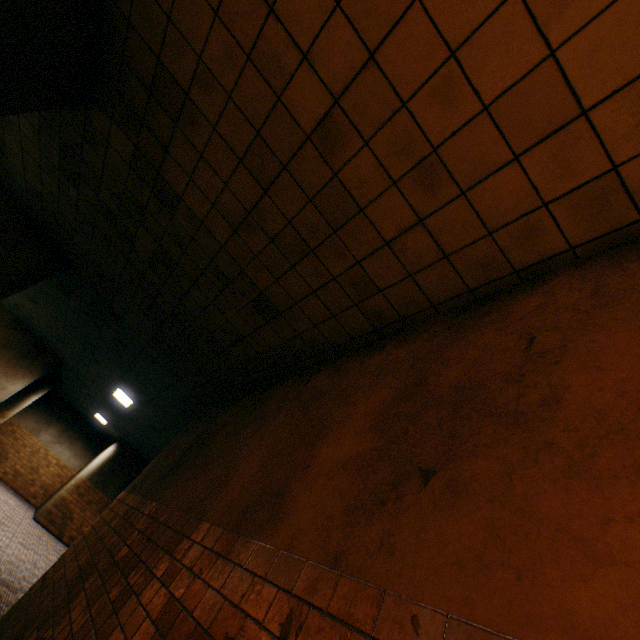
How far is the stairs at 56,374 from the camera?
12.9 meters

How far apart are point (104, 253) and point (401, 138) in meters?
5.1 m

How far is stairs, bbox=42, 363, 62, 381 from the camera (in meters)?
12.88
